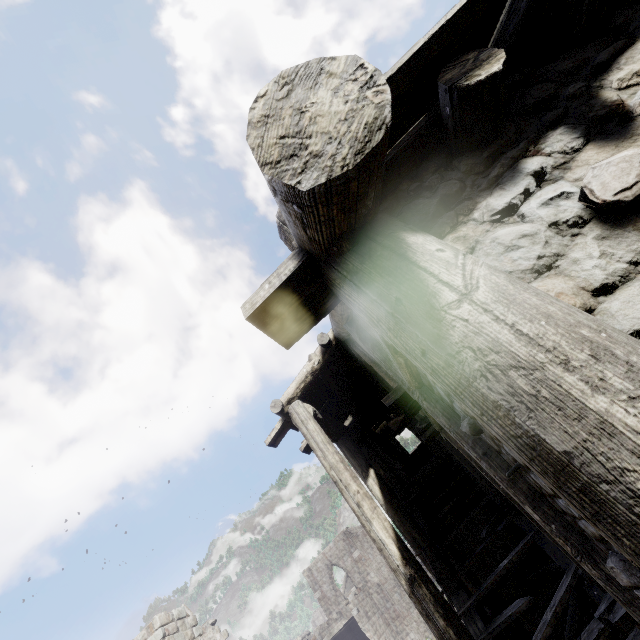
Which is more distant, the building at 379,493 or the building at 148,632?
the building at 148,632

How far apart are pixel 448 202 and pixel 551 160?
0.5 meters

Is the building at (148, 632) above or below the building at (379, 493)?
above

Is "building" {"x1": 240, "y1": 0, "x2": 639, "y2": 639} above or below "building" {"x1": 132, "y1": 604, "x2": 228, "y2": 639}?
below

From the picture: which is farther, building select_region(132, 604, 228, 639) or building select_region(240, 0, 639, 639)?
building select_region(132, 604, 228, 639)
